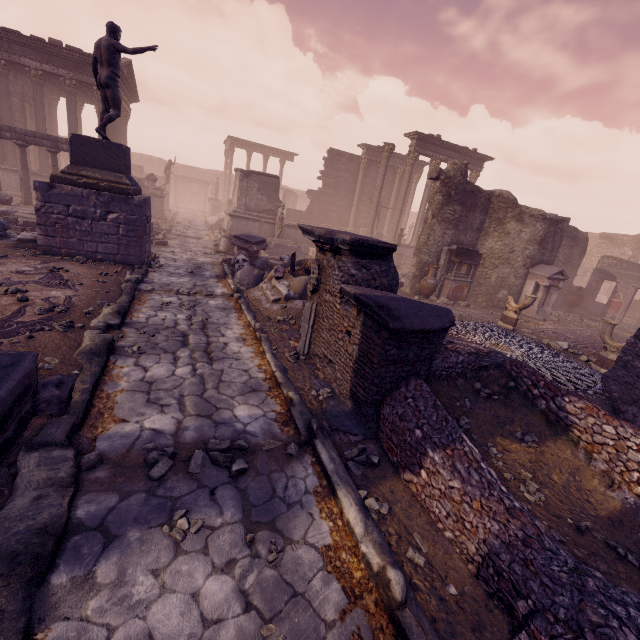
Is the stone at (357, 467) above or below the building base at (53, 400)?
below

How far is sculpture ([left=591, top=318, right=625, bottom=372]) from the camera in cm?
789

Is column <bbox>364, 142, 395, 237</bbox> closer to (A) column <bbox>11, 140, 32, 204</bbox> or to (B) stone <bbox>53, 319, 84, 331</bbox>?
(A) column <bbox>11, 140, 32, 204</bbox>

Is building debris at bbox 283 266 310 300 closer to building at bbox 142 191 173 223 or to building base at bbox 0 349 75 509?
building base at bbox 0 349 75 509

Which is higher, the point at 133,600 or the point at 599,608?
the point at 599,608

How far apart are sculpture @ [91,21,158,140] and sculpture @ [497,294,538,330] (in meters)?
12.58

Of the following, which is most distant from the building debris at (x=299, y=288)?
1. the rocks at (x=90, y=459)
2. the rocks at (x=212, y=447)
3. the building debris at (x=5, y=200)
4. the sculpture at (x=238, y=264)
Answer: the building debris at (x=5, y=200)

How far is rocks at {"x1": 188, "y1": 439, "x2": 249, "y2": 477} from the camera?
3.17m
